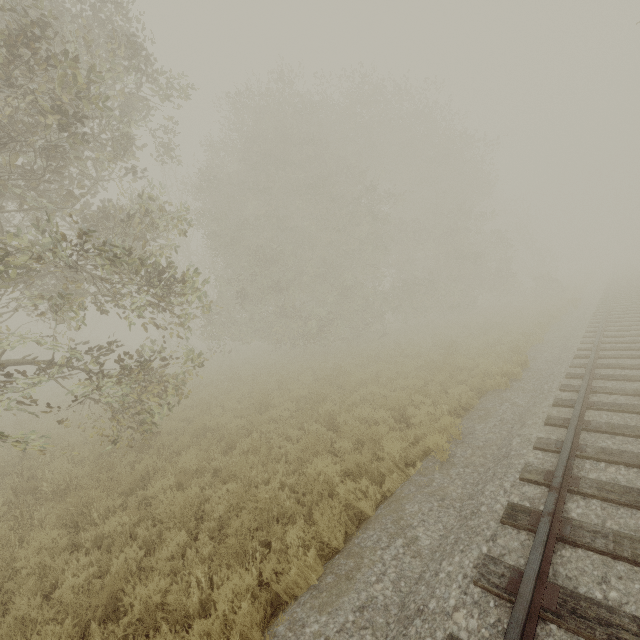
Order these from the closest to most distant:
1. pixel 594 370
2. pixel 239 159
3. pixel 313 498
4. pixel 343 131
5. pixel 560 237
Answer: pixel 313 498 → pixel 594 370 → pixel 239 159 → pixel 343 131 → pixel 560 237
